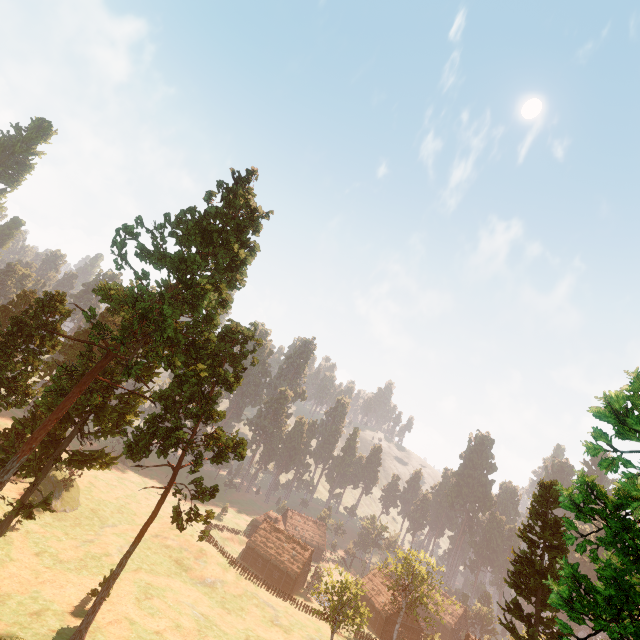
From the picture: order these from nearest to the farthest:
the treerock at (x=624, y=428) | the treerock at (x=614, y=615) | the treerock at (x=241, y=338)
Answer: the treerock at (x=624, y=428)
the treerock at (x=614, y=615)
the treerock at (x=241, y=338)

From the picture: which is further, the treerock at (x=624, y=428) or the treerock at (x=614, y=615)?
the treerock at (x=614, y=615)

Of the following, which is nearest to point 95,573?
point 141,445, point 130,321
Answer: point 141,445

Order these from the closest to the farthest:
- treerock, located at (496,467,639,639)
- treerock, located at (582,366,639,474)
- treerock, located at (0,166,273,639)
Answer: treerock, located at (582,366,639,474)
treerock, located at (496,467,639,639)
treerock, located at (0,166,273,639)

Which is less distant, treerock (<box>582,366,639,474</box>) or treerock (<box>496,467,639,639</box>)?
treerock (<box>582,366,639,474</box>)
